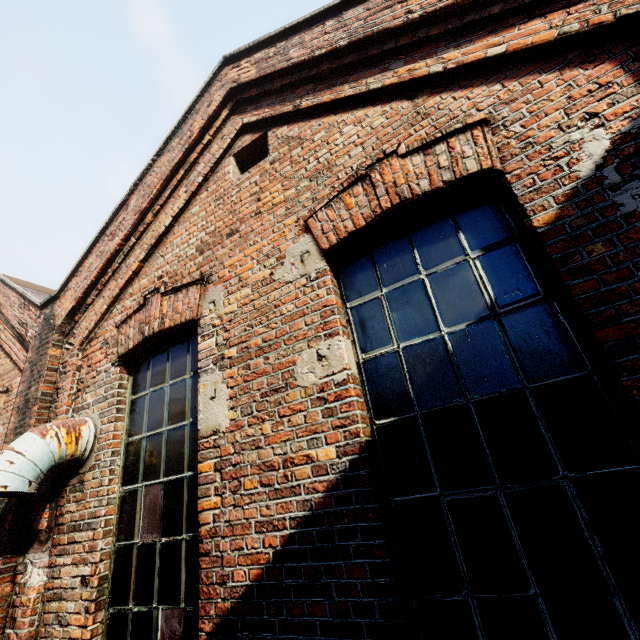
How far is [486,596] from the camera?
1.53m
